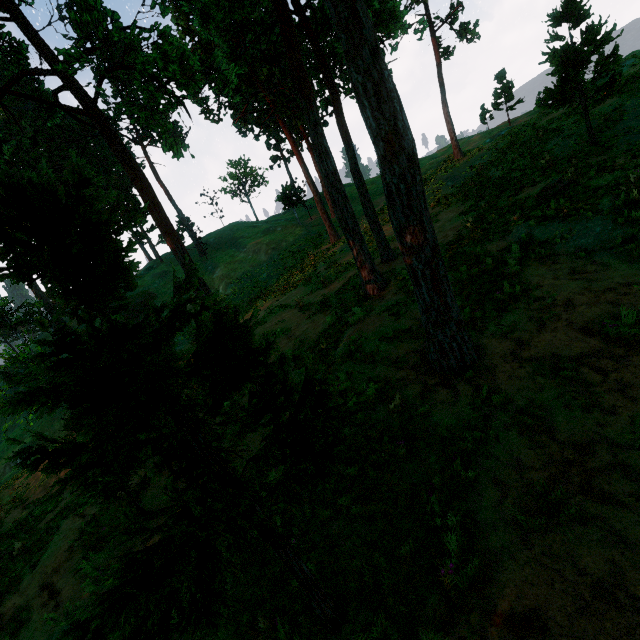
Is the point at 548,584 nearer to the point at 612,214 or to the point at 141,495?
the point at 612,214

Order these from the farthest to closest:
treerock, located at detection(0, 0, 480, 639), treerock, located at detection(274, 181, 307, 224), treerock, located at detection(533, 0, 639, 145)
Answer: treerock, located at detection(274, 181, 307, 224)
treerock, located at detection(533, 0, 639, 145)
treerock, located at detection(0, 0, 480, 639)

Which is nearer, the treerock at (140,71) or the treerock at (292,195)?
the treerock at (140,71)

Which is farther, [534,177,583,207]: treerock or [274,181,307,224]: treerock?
[274,181,307,224]: treerock

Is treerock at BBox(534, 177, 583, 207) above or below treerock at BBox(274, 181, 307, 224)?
below

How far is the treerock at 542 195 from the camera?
12.0 meters

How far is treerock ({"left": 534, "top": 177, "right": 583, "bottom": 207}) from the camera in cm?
1202
